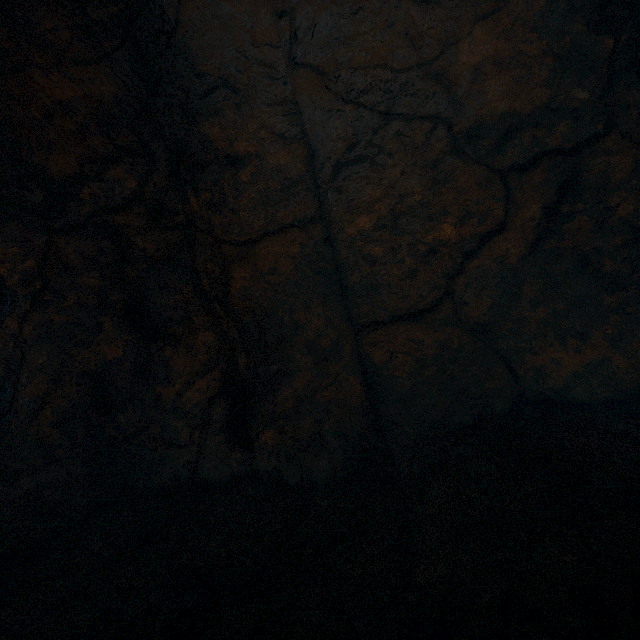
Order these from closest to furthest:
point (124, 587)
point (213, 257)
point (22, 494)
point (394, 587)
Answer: point (394, 587)
point (124, 587)
point (22, 494)
point (213, 257)
